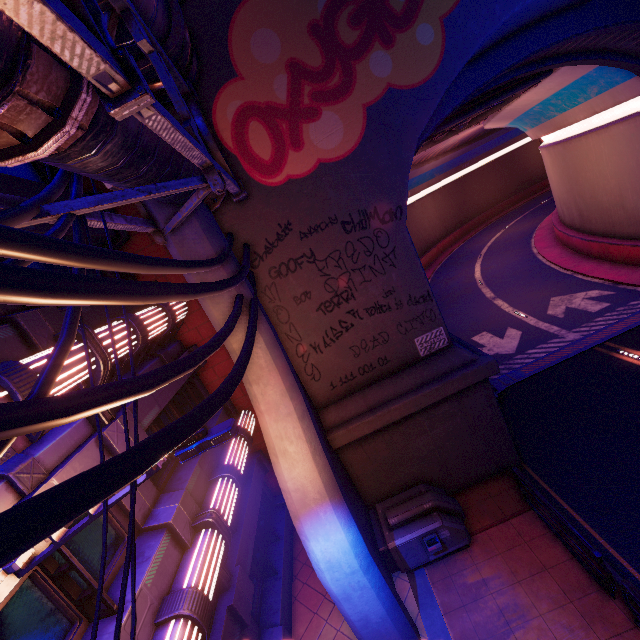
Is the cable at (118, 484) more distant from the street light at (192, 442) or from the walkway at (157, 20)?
the walkway at (157, 20)

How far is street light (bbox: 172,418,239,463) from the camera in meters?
3.6

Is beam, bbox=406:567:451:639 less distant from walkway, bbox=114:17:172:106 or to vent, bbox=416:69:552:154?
walkway, bbox=114:17:172:106

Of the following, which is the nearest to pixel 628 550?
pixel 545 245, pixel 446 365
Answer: pixel 446 365

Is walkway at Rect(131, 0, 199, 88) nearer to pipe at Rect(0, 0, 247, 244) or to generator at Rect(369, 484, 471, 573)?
pipe at Rect(0, 0, 247, 244)

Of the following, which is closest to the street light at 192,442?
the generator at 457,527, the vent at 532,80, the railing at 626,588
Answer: the generator at 457,527

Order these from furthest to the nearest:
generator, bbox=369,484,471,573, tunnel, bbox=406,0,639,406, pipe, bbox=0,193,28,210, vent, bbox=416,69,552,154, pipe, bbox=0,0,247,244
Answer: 1. vent, bbox=416,69,552,154
2. tunnel, bbox=406,0,639,406
3. generator, bbox=369,484,471,573
4. pipe, bbox=0,193,28,210
5. pipe, bbox=0,0,247,244

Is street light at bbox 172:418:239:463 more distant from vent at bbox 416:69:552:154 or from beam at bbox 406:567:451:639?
vent at bbox 416:69:552:154
